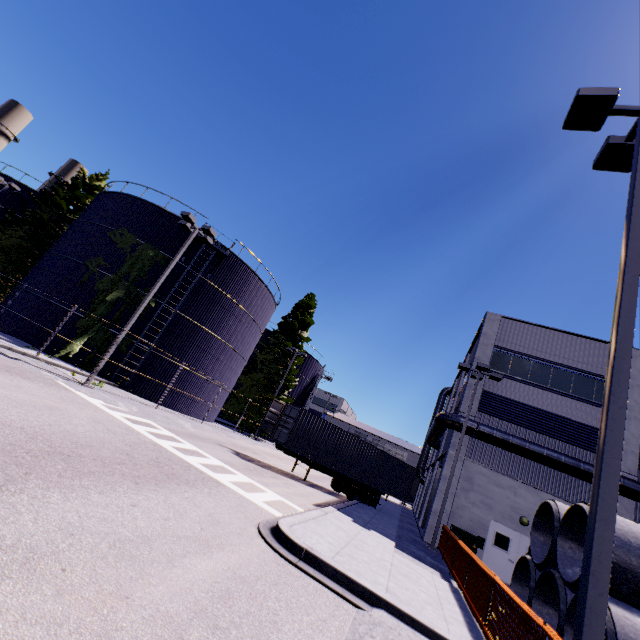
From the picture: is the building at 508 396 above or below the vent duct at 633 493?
above

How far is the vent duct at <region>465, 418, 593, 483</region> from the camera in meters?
16.6

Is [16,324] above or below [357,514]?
above

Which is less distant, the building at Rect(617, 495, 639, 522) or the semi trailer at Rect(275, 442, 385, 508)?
the building at Rect(617, 495, 639, 522)

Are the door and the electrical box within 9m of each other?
yes

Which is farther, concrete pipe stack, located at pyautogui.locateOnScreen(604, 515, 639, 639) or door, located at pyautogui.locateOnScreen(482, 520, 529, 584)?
door, located at pyautogui.locateOnScreen(482, 520, 529, 584)

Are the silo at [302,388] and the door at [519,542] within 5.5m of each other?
no

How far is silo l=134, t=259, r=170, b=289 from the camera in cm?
2177
